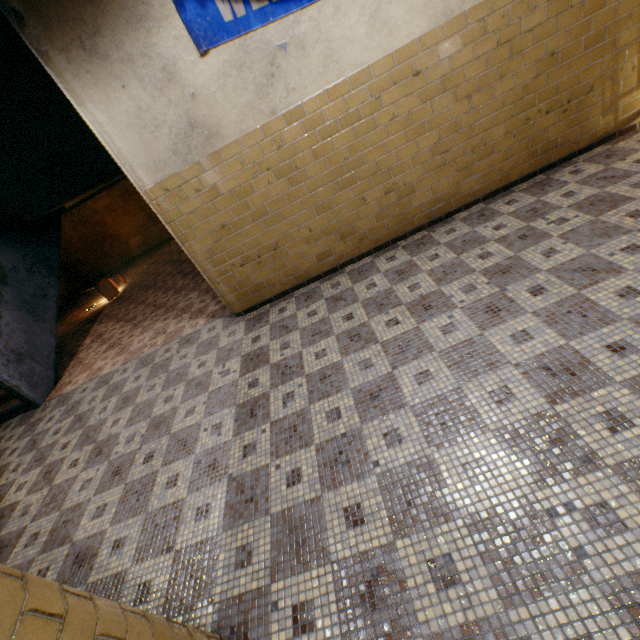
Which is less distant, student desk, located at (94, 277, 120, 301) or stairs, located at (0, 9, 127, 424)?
stairs, located at (0, 9, 127, 424)

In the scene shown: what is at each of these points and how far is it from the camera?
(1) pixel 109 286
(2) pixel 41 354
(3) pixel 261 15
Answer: (1) student desk, 8.9m
(2) stairs, 5.8m
(3) banner, 3.0m

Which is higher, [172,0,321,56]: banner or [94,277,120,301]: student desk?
[172,0,321,56]: banner

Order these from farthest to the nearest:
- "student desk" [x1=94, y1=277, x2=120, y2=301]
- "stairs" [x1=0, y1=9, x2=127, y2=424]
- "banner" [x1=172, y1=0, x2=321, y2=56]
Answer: "student desk" [x1=94, y1=277, x2=120, y2=301], "stairs" [x1=0, y1=9, x2=127, y2=424], "banner" [x1=172, y1=0, x2=321, y2=56]

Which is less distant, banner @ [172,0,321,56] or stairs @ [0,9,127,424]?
banner @ [172,0,321,56]

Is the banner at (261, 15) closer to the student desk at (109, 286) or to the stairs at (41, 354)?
the stairs at (41, 354)

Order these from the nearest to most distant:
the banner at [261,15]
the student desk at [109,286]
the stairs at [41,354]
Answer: the banner at [261,15], the stairs at [41,354], the student desk at [109,286]

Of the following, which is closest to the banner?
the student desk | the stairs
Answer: the stairs
